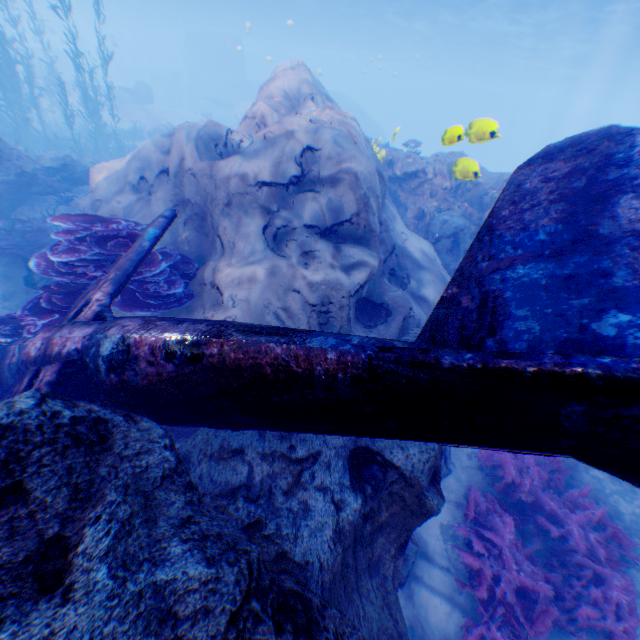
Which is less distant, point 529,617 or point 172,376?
point 172,376

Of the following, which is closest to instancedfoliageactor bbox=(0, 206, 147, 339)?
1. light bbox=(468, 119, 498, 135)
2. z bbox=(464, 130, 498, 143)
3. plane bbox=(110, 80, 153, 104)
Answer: light bbox=(468, 119, 498, 135)

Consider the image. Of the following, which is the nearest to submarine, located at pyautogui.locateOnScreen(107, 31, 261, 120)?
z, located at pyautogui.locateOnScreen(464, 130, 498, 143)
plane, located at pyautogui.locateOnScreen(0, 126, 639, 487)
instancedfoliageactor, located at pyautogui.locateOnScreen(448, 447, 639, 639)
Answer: plane, located at pyautogui.locateOnScreen(0, 126, 639, 487)

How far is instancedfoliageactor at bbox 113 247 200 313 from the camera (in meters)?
5.27

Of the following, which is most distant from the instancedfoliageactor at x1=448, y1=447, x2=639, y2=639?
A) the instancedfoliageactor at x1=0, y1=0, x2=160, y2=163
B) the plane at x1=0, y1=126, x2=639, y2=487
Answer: the instancedfoliageactor at x1=0, y1=0, x2=160, y2=163

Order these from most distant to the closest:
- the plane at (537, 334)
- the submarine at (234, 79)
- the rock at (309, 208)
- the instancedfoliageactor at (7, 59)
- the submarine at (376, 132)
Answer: the submarine at (234, 79) → the submarine at (376, 132) → the instancedfoliageactor at (7, 59) → the rock at (309, 208) → the plane at (537, 334)

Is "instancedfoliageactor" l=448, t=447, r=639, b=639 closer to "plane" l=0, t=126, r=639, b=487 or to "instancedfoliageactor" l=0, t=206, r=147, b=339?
"plane" l=0, t=126, r=639, b=487

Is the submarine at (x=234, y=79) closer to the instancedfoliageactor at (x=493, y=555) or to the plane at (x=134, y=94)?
the plane at (x=134, y=94)
